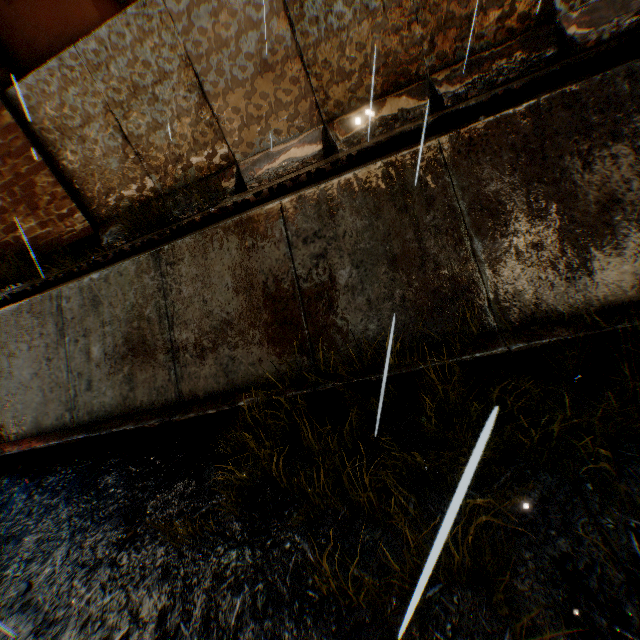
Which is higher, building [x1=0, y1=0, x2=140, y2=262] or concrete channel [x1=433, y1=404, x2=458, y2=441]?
building [x1=0, y1=0, x2=140, y2=262]

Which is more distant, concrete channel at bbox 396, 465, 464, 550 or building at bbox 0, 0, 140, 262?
building at bbox 0, 0, 140, 262

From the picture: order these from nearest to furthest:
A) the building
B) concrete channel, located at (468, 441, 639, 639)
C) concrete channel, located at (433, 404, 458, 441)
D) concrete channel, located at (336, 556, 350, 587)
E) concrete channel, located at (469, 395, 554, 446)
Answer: concrete channel, located at (469, 395, 554, 446) → concrete channel, located at (468, 441, 639, 639) → concrete channel, located at (336, 556, 350, 587) → concrete channel, located at (433, 404, 458, 441) → the building

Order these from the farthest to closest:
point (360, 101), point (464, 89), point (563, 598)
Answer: point (360, 101) < point (464, 89) < point (563, 598)

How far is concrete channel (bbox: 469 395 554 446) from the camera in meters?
0.5 m

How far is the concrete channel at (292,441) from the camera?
3.5m
